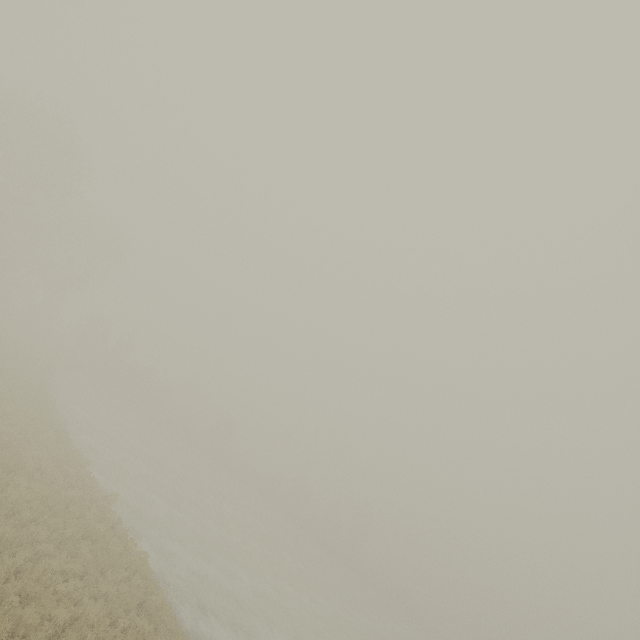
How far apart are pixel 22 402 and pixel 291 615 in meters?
21.9
